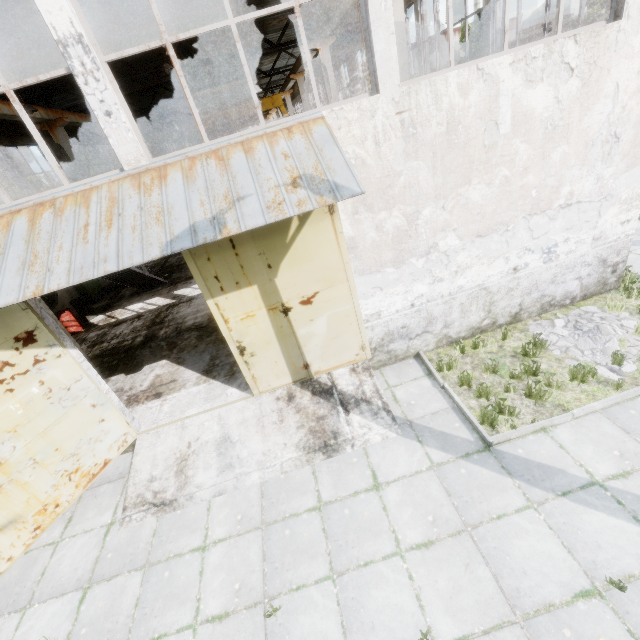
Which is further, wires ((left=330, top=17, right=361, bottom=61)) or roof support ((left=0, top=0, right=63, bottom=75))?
wires ((left=330, top=17, right=361, bottom=61))

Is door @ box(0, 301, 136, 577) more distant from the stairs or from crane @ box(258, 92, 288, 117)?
crane @ box(258, 92, 288, 117)

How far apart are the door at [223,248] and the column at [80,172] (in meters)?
13.62

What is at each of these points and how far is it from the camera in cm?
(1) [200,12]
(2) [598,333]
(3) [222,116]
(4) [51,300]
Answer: (1) roof support, 938
(2) concrete debris, 663
(3) crane, 2127
(4) fan, 1462

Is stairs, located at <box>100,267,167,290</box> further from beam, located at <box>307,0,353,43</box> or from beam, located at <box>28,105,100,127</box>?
beam, located at <box>307,0,353,43</box>

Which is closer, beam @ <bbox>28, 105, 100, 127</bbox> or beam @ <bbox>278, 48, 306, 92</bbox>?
beam @ <bbox>28, 105, 100, 127</bbox>

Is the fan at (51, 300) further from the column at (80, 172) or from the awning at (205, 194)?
the awning at (205, 194)

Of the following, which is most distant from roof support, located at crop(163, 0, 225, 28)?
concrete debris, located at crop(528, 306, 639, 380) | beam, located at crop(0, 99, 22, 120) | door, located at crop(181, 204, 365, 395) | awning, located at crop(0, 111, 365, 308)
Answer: concrete debris, located at crop(528, 306, 639, 380)
